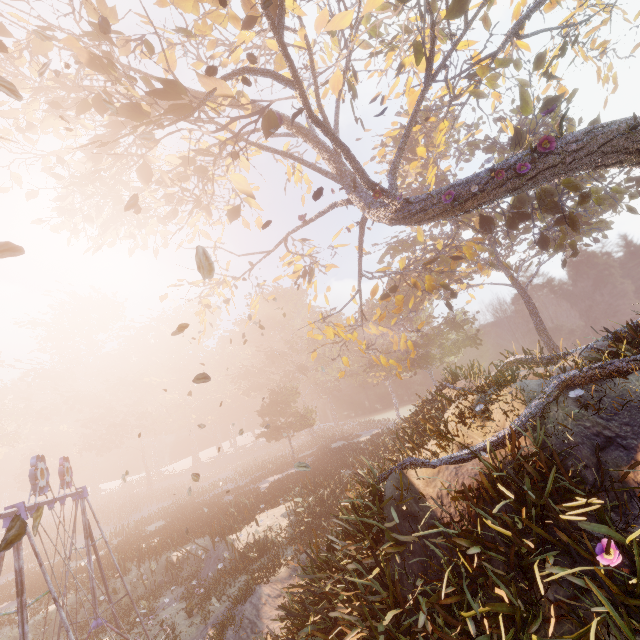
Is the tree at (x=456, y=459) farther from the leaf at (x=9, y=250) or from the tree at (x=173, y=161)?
the leaf at (x=9, y=250)

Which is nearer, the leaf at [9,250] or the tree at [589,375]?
the leaf at [9,250]

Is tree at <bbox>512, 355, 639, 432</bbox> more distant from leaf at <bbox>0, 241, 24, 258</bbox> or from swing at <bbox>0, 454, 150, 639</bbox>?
swing at <bbox>0, 454, 150, 639</bbox>

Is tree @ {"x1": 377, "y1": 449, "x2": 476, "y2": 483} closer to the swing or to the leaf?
the leaf

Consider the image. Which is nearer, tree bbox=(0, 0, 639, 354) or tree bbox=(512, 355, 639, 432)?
Answer: tree bbox=(512, 355, 639, 432)

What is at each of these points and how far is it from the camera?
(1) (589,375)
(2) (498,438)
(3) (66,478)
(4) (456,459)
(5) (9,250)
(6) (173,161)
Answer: (1) tree, 6.6 meters
(2) tree, 6.7 meters
(3) swing, 10.8 meters
(4) tree, 6.8 meters
(5) leaf, 2.6 meters
(6) tree, 16.8 meters

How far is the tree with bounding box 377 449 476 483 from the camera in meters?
6.7

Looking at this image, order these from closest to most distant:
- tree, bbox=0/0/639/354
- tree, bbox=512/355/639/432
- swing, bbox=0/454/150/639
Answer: tree, bbox=512/355/639/432 → swing, bbox=0/454/150/639 → tree, bbox=0/0/639/354
